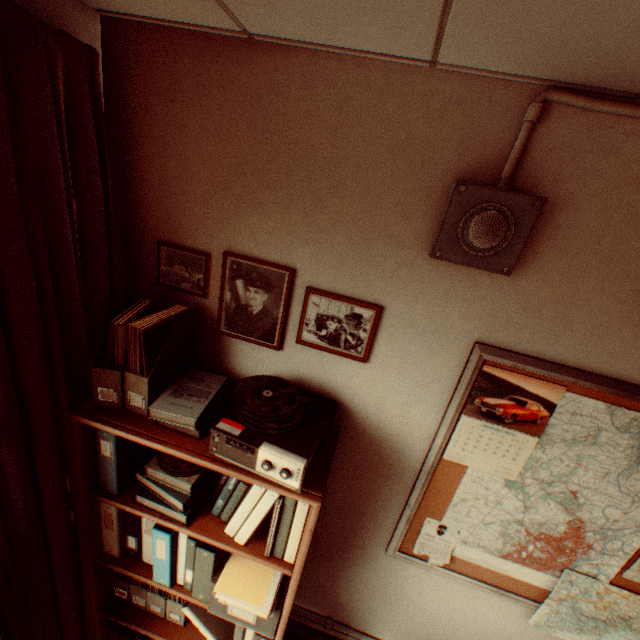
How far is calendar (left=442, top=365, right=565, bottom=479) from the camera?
1.4m

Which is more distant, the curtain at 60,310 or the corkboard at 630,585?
the corkboard at 630,585

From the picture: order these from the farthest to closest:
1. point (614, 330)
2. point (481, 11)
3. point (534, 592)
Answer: point (534, 592)
point (614, 330)
point (481, 11)

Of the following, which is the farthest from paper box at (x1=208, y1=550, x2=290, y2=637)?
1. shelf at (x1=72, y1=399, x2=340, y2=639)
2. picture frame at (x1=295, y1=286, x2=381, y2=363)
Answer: picture frame at (x1=295, y1=286, x2=381, y2=363)

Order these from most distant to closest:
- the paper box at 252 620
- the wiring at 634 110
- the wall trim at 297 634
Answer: the wall trim at 297 634 → the paper box at 252 620 → the wiring at 634 110

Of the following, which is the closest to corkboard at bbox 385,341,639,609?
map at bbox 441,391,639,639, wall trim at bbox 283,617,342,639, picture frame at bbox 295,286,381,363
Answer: map at bbox 441,391,639,639

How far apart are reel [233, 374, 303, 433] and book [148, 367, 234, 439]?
0.2 meters

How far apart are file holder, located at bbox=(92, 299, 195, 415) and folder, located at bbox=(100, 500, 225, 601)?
0.6 meters
